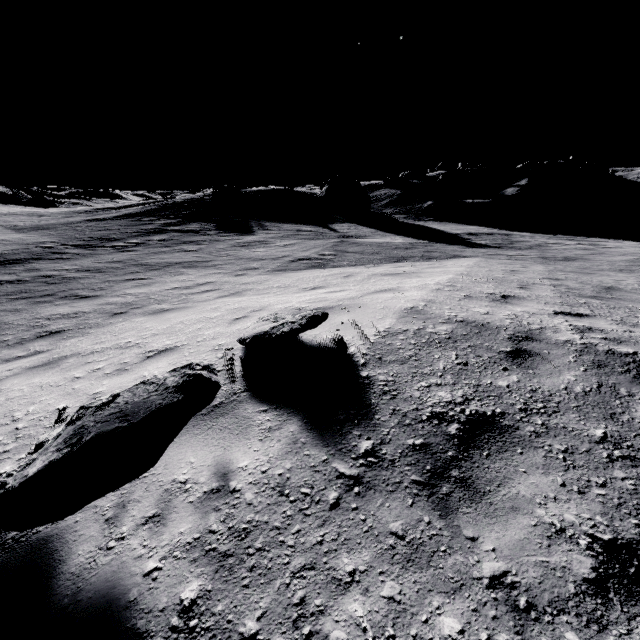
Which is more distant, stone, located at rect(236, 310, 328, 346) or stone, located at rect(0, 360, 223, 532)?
stone, located at rect(236, 310, 328, 346)

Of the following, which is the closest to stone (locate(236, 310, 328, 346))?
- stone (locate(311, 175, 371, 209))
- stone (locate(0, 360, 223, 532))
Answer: stone (locate(0, 360, 223, 532))

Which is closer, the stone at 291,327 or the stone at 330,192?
the stone at 291,327

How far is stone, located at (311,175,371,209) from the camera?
31.02m

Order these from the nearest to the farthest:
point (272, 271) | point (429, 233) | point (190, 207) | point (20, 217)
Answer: point (272, 271) < point (429, 233) < point (190, 207) < point (20, 217)

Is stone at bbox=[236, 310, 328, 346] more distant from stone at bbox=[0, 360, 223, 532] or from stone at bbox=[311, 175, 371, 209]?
stone at bbox=[311, 175, 371, 209]

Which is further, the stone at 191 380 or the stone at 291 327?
the stone at 291 327
